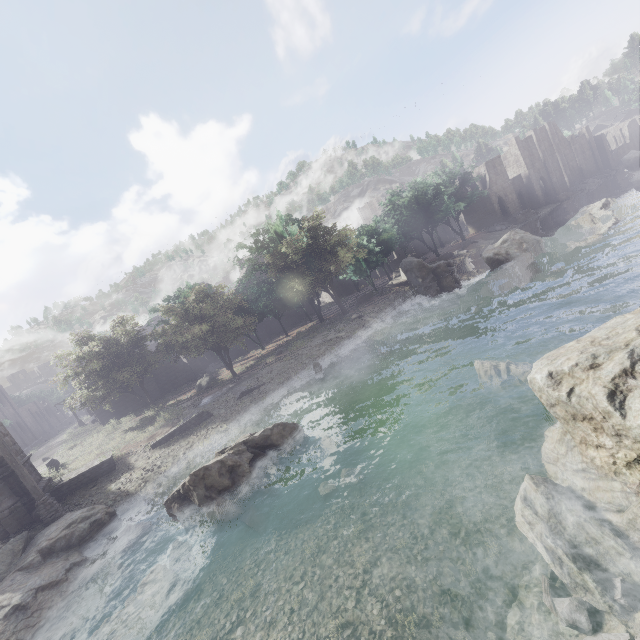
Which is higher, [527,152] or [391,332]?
[527,152]

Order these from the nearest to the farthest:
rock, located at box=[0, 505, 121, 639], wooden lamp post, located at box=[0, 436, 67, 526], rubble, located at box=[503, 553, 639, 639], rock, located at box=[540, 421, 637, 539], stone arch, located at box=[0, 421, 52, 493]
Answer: rubble, located at box=[503, 553, 639, 639]
rock, located at box=[540, 421, 637, 539]
rock, located at box=[0, 505, 121, 639]
wooden lamp post, located at box=[0, 436, 67, 526]
stone arch, located at box=[0, 421, 52, 493]

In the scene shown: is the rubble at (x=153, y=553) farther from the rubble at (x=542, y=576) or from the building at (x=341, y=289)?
the building at (x=341, y=289)

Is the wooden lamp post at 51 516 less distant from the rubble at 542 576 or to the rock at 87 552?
the rock at 87 552

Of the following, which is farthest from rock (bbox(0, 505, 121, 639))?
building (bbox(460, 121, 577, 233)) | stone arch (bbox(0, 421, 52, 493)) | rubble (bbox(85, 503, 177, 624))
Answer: building (bbox(460, 121, 577, 233))

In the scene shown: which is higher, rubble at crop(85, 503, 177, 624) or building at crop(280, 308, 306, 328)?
building at crop(280, 308, 306, 328)

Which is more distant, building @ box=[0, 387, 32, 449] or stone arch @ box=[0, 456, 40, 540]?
building @ box=[0, 387, 32, 449]
